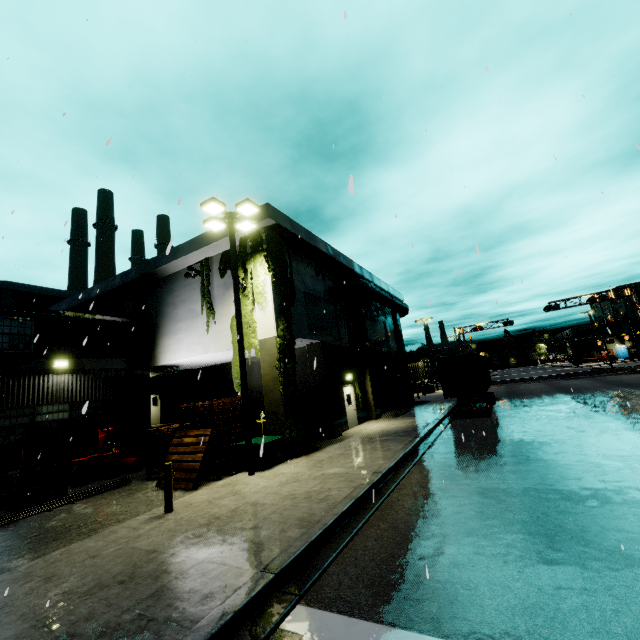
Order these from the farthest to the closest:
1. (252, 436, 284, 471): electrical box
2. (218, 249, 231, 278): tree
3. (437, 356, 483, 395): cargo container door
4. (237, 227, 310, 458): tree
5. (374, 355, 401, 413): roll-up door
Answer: (374, 355, 401, 413): roll-up door, (437, 356, 483, 395): cargo container door, (218, 249, 231, 278): tree, (237, 227, 310, 458): tree, (252, 436, 284, 471): electrical box

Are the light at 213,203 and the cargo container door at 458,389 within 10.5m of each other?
no

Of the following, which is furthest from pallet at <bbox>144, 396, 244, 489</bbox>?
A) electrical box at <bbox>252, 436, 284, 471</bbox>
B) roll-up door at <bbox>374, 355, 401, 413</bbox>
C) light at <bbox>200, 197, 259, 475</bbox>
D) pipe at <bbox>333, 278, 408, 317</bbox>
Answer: roll-up door at <bbox>374, 355, 401, 413</bbox>

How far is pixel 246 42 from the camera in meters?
7.5 m

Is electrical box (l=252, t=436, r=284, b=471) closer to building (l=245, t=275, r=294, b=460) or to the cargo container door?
building (l=245, t=275, r=294, b=460)

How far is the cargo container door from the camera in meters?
18.5

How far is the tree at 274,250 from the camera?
13.09m

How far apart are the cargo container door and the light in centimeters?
1262cm
